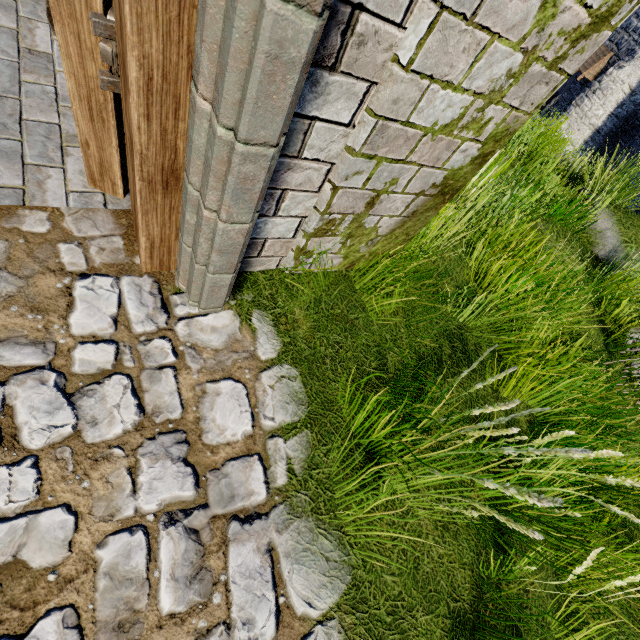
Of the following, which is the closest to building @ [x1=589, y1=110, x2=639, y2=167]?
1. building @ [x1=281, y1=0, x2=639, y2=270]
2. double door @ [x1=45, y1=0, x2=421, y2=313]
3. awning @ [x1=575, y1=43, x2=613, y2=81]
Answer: awning @ [x1=575, y1=43, x2=613, y2=81]

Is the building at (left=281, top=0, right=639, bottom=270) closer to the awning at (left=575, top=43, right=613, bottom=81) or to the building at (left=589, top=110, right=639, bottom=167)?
the building at (left=589, top=110, right=639, bottom=167)

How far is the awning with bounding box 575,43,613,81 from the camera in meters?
19.1

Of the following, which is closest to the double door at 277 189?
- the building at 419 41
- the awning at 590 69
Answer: the building at 419 41

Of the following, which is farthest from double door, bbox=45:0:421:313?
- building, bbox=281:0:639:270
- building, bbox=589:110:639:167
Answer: building, bbox=589:110:639:167

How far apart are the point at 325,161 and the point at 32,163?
1.74m

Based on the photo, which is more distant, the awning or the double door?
the awning

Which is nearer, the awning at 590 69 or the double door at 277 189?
the double door at 277 189
